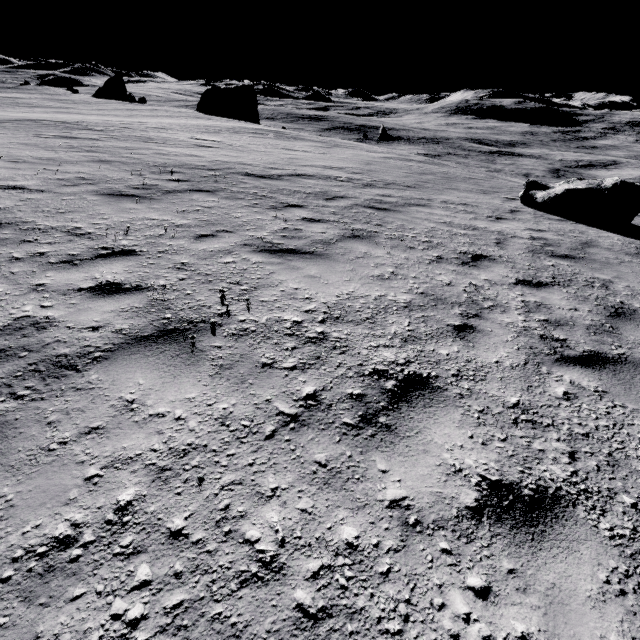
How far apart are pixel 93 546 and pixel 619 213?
13.5 meters
